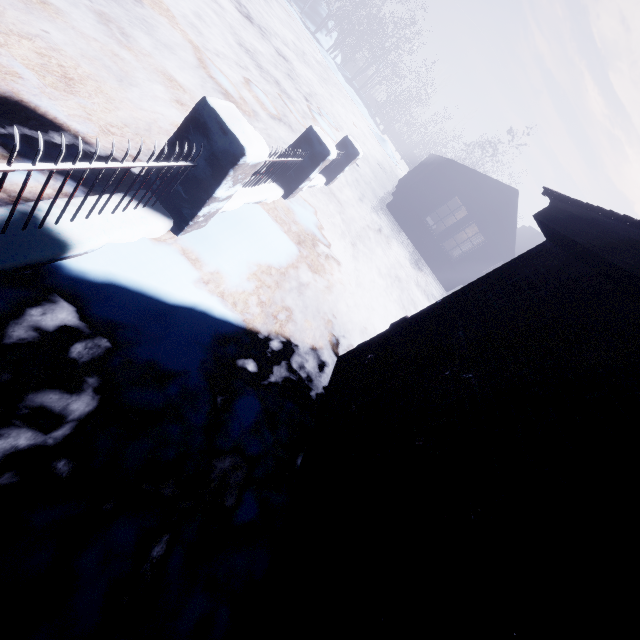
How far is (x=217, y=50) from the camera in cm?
581
